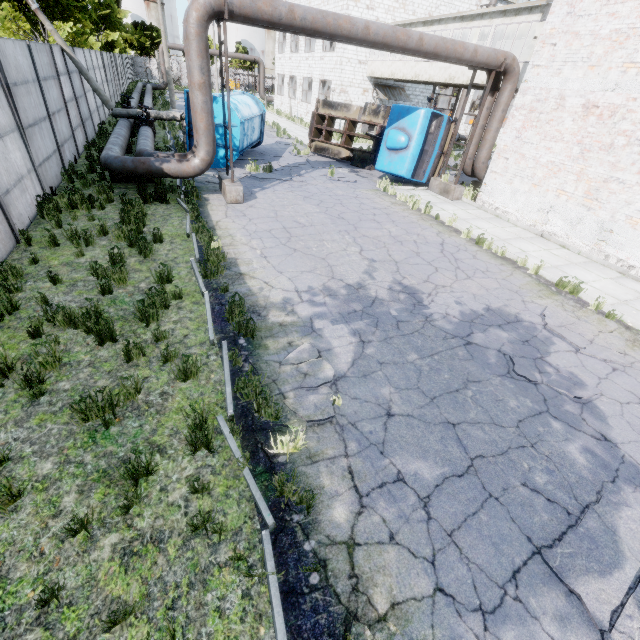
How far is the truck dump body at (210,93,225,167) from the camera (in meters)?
13.21

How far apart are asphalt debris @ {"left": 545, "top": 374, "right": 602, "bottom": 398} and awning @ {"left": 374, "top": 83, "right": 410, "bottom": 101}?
28.68m

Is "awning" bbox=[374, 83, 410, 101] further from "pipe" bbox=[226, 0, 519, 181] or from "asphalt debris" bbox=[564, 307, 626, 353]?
"asphalt debris" bbox=[564, 307, 626, 353]

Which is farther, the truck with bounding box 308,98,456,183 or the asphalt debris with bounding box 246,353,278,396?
the truck with bounding box 308,98,456,183

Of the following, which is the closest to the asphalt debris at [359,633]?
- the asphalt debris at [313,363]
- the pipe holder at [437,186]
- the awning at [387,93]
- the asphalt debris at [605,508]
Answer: the asphalt debris at [605,508]

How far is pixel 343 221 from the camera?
10.91m

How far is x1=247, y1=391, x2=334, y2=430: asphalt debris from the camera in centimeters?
421cm

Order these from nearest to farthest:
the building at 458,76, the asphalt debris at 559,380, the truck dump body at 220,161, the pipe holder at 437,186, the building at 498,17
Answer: the asphalt debris at 559,380
the pipe holder at 437,186
the truck dump body at 220,161
the building at 498,17
the building at 458,76
